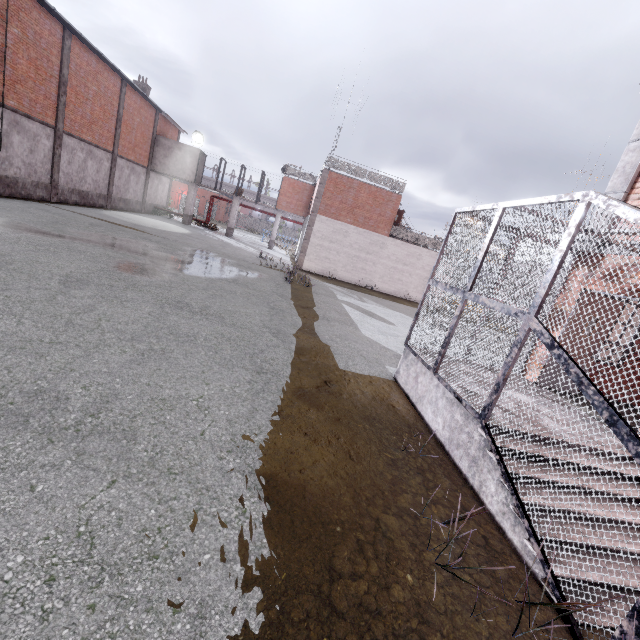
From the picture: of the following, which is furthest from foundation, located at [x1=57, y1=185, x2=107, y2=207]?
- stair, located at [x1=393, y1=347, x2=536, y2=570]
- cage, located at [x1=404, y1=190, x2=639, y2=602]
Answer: stair, located at [x1=393, y1=347, x2=536, y2=570]

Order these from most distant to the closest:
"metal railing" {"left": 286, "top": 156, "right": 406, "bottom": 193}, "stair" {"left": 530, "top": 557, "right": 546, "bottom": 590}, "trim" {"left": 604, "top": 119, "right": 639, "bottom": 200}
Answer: "metal railing" {"left": 286, "top": 156, "right": 406, "bottom": 193}
"trim" {"left": 604, "top": 119, "right": 639, "bottom": 200}
"stair" {"left": 530, "top": 557, "right": 546, "bottom": 590}

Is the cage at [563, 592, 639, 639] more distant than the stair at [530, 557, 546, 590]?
No

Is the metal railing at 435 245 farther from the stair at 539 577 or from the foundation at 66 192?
the stair at 539 577

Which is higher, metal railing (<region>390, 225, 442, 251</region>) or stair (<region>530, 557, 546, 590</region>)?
metal railing (<region>390, 225, 442, 251</region>)

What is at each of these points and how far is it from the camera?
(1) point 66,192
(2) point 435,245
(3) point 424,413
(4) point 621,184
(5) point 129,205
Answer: (1) foundation, 19.9m
(2) metal railing, 24.7m
(3) stair, 5.7m
(4) trim, 6.3m
(5) foundation, 27.8m

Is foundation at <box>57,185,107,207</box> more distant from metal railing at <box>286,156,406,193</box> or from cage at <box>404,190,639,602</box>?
metal railing at <box>286,156,406,193</box>

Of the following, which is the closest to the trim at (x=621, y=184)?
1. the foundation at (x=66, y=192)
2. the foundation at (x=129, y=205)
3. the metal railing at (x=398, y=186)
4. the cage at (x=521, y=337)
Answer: the cage at (x=521, y=337)
